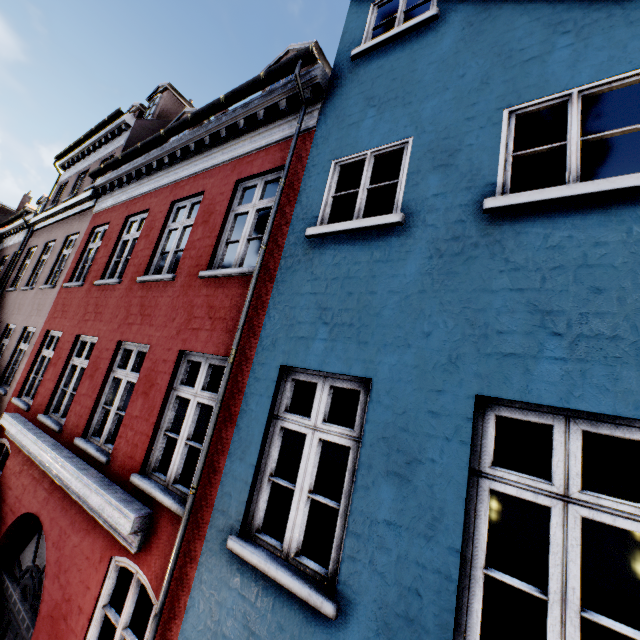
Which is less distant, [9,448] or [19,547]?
[19,547]
